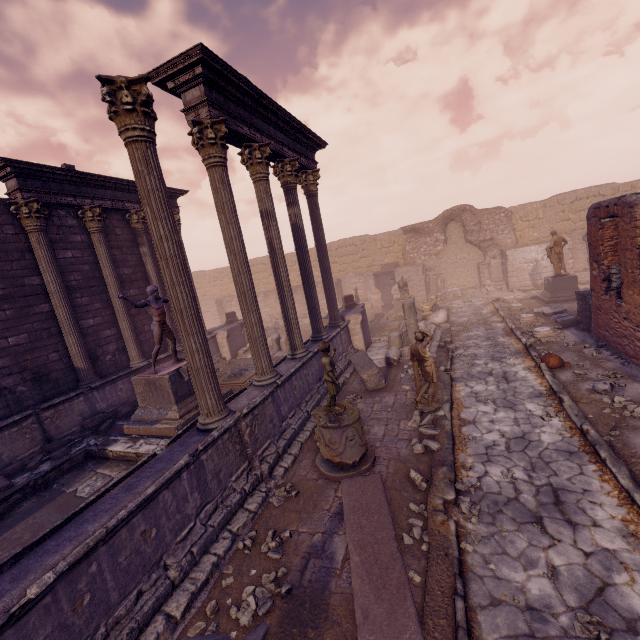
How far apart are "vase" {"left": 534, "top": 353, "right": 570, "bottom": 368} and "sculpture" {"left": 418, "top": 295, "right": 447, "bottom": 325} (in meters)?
6.07

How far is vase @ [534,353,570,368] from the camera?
8.41m

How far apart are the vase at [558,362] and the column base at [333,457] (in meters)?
5.54

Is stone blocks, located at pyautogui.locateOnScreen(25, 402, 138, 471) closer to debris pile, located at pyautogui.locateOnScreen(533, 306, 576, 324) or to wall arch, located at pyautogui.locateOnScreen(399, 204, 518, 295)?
debris pile, located at pyautogui.locateOnScreen(533, 306, 576, 324)

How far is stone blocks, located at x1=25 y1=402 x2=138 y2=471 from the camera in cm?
777

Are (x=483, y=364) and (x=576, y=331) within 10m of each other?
yes

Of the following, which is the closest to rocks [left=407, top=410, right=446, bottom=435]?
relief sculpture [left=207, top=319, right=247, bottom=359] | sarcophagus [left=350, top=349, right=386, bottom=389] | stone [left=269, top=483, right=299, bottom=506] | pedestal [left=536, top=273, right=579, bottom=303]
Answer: sarcophagus [left=350, top=349, right=386, bottom=389]

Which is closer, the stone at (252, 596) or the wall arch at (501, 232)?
the stone at (252, 596)
